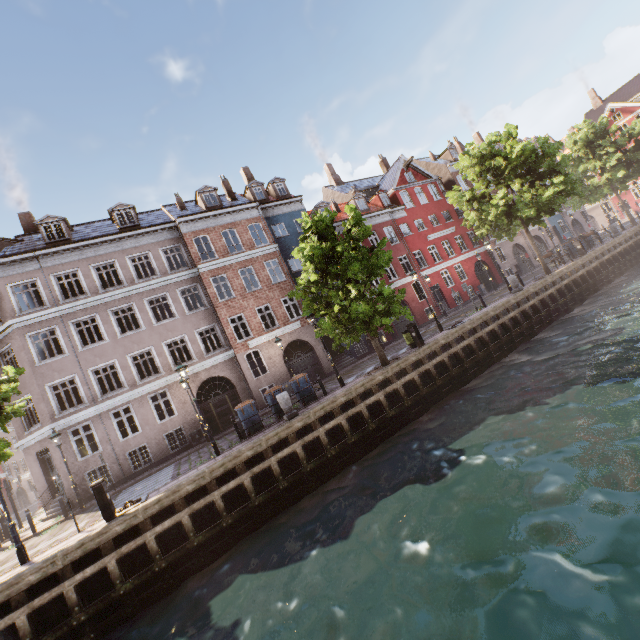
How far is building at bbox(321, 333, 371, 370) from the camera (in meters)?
23.75

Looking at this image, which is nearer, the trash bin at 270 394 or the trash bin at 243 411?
the trash bin at 243 411

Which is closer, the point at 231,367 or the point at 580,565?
the point at 580,565

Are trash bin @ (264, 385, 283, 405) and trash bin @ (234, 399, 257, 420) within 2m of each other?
yes

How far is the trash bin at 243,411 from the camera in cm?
1355

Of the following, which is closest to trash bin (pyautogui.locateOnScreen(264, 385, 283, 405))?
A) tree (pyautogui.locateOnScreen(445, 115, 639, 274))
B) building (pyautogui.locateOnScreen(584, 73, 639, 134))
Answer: tree (pyautogui.locateOnScreen(445, 115, 639, 274))

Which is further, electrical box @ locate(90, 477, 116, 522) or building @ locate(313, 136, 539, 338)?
building @ locate(313, 136, 539, 338)

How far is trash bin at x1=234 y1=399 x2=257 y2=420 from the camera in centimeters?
1355cm
